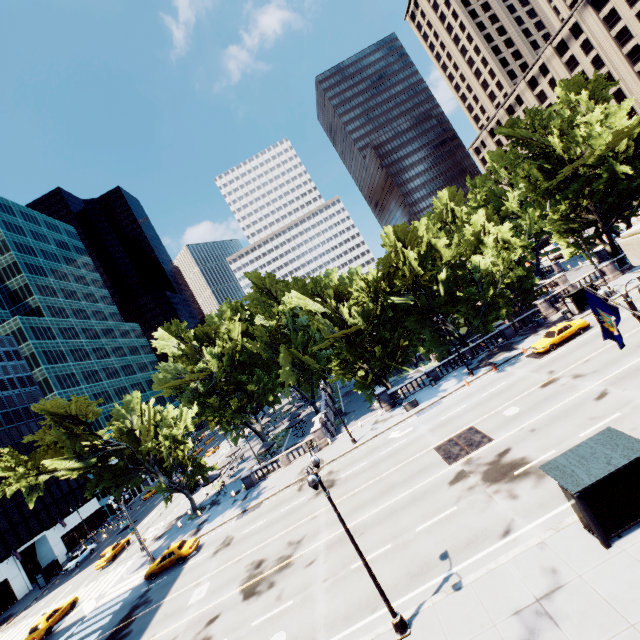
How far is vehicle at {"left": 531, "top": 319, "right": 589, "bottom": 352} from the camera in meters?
29.6 m

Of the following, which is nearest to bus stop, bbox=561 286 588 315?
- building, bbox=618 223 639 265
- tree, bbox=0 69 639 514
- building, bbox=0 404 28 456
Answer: tree, bbox=0 69 639 514

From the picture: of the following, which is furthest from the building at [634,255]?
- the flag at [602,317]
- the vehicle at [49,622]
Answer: the vehicle at [49,622]

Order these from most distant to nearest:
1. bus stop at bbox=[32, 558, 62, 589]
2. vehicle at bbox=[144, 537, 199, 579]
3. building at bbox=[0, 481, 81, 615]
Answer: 1. building at bbox=[0, 481, 81, 615]
2. bus stop at bbox=[32, 558, 62, 589]
3. vehicle at bbox=[144, 537, 199, 579]

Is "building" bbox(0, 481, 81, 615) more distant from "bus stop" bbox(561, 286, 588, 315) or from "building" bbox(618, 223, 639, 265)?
"bus stop" bbox(561, 286, 588, 315)

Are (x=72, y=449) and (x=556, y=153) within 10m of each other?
no

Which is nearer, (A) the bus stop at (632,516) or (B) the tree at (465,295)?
(A) the bus stop at (632,516)

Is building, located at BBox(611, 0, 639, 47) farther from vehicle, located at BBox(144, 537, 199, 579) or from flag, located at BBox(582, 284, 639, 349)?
vehicle, located at BBox(144, 537, 199, 579)
